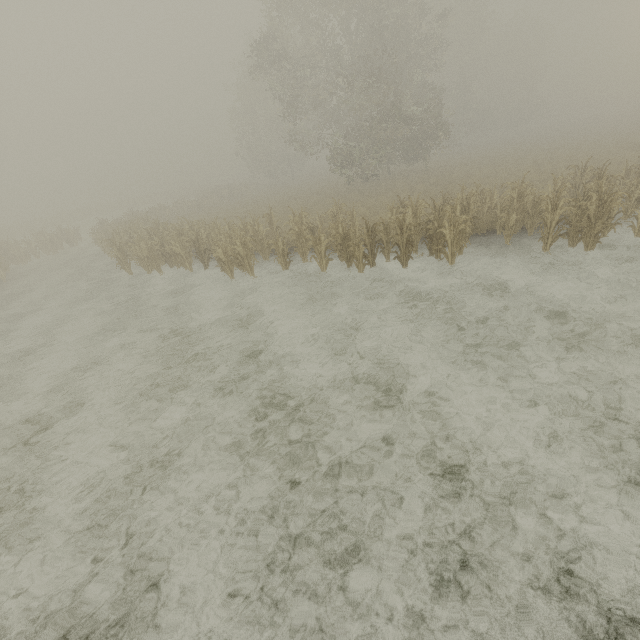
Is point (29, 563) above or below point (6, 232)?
below
